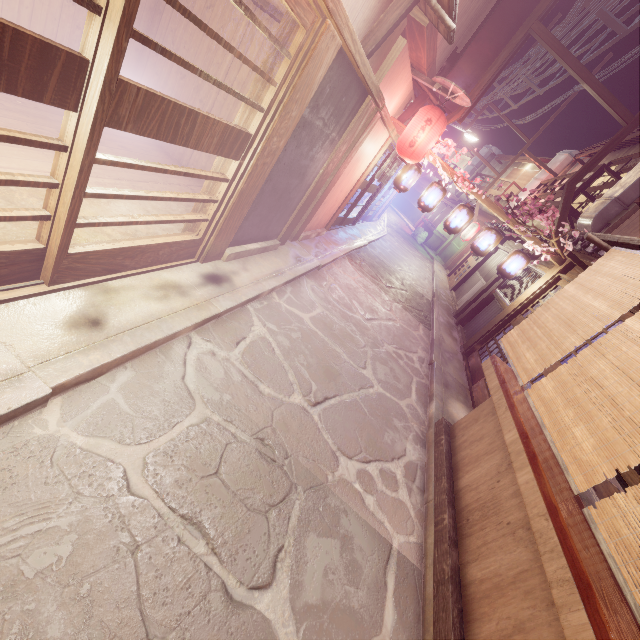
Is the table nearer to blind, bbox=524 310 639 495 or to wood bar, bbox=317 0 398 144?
blind, bbox=524 310 639 495

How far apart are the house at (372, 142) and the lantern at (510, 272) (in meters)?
7.28

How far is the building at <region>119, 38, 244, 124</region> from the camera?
10.4 meters

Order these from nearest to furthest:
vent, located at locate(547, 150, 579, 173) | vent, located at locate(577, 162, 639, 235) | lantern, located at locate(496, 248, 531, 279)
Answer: lantern, located at locate(496, 248, 531, 279)
vent, located at locate(577, 162, 639, 235)
vent, located at locate(547, 150, 579, 173)

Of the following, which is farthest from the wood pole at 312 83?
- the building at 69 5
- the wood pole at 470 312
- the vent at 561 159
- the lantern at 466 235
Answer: the vent at 561 159

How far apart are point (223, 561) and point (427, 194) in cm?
1430

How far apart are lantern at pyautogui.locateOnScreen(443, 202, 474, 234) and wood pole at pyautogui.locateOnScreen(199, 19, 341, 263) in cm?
949

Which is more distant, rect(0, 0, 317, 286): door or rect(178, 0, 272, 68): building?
rect(178, 0, 272, 68): building
